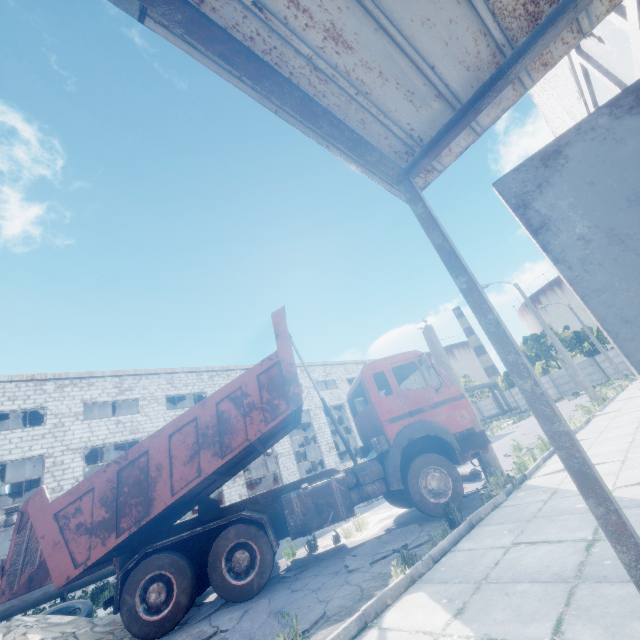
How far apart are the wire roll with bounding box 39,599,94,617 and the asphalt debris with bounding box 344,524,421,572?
6.4 meters

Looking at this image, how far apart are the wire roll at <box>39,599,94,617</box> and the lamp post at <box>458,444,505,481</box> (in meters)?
10.17

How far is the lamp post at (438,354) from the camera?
9.34m

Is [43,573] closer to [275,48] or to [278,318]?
[278,318]

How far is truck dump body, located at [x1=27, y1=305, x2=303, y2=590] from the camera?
6.1 meters

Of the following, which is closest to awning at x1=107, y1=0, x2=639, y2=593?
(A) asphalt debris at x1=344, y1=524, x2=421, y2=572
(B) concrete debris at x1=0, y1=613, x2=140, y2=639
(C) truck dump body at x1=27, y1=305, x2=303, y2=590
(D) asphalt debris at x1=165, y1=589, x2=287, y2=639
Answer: (D) asphalt debris at x1=165, y1=589, x2=287, y2=639

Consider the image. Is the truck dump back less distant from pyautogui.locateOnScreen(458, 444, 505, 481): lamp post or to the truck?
the truck
